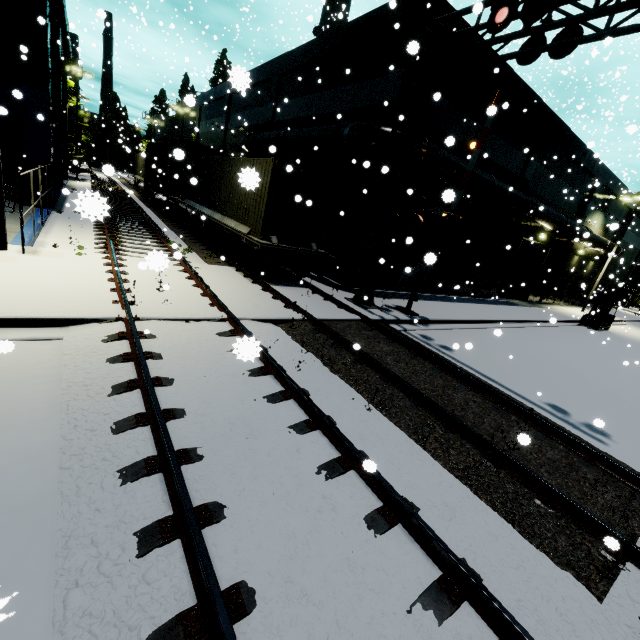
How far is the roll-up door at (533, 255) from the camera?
23.0m

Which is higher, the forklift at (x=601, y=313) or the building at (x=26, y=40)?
the building at (x=26, y=40)

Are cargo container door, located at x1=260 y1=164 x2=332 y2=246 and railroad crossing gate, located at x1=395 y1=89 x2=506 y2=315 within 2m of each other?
no

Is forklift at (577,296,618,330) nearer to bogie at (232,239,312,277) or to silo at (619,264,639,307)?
bogie at (232,239,312,277)

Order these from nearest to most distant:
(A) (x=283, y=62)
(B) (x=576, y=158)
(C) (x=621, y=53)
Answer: (C) (x=621, y=53) → (A) (x=283, y=62) → (B) (x=576, y=158)

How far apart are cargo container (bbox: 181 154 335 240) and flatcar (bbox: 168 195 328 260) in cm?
0

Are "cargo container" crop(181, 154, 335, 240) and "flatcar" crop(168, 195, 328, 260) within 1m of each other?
yes

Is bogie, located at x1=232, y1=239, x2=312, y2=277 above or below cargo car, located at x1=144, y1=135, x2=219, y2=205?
below
